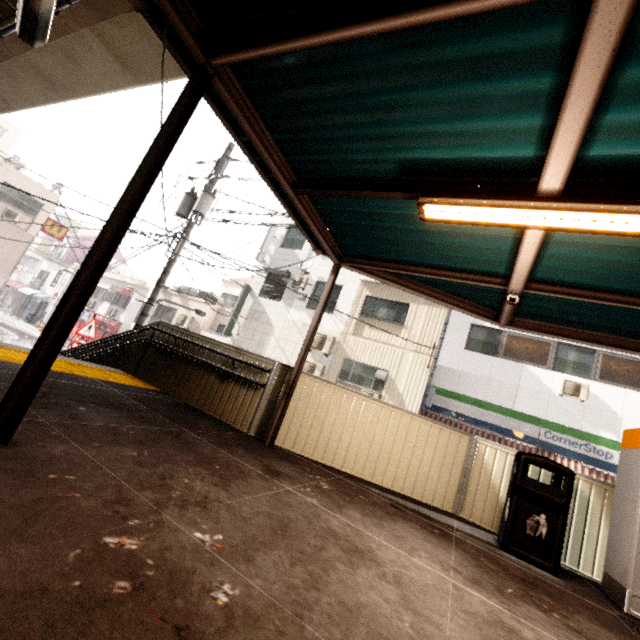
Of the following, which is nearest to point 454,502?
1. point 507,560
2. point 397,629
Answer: point 507,560

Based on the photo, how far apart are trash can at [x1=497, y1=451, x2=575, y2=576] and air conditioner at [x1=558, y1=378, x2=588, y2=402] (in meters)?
8.65

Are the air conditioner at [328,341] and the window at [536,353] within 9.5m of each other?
yes

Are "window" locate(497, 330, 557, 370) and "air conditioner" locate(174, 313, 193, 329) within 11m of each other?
no

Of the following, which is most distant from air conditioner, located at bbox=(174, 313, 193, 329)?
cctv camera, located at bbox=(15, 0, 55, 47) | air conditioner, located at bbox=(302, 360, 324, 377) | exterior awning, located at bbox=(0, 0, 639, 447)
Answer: cctv camera, located at bbox=(15, 0, 55, 47)

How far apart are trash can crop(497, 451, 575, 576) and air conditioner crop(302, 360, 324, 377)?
9.55m

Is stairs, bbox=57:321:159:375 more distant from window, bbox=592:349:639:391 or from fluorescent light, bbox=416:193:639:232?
window, bbox=592:349:639:391

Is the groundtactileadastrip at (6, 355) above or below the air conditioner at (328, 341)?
below
